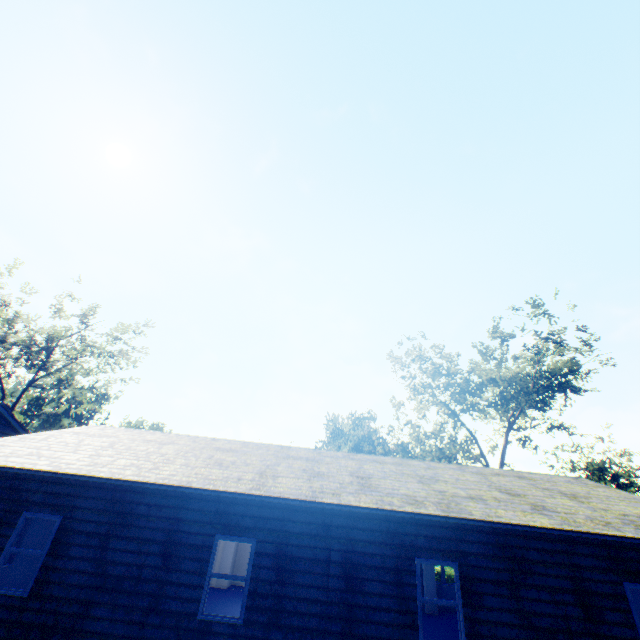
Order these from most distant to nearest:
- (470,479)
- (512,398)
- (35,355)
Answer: (35,355), (512,398), (470,479)

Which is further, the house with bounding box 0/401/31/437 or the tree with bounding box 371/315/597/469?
the tree with bounding box 371/315/597/469

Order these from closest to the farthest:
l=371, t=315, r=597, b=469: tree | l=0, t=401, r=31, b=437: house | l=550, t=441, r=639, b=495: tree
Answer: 1. l=0, t=401, r=31, b=437: house
2. l=371, t=315, r=597, b=469: tree
3. l=550, t=441, r=639, b=495: tree

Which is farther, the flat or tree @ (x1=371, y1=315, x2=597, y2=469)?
tree @ (x1=371, y1=315, x2=597, y2=469)

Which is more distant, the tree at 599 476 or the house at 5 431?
the tree at 599 476

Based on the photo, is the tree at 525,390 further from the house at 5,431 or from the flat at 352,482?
the house at 5,431

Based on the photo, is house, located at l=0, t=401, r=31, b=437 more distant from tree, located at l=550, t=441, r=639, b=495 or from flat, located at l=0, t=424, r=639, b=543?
tree, located at l=550, t=441, r=639, b=495

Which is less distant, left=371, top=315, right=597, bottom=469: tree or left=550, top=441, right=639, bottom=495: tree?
left=371, top=315, right=597, bottom=469: tree
